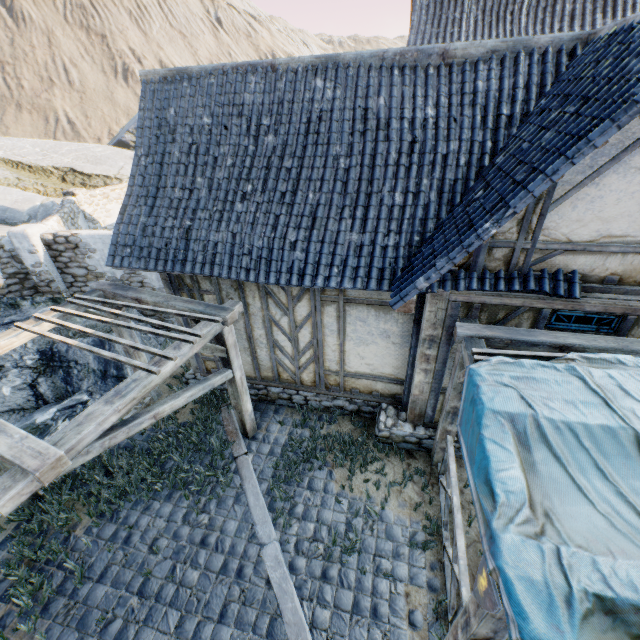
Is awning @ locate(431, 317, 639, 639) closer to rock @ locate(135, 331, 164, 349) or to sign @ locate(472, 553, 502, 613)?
sign @ locate(472, 553, 502, 613)

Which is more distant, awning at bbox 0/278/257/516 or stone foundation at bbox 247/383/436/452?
stone foundation at bbox 247/383/436/452

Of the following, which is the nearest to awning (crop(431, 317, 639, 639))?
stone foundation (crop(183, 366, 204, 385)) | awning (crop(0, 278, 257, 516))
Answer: stone foundation (crop(183, 366, 204, 385))

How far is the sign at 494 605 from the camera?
2.4 meters

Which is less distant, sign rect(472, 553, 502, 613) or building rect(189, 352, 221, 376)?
sign rect(472, 553, 502, 613)

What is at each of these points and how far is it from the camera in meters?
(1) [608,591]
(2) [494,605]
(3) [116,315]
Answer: (1) fabric, 2.0 m
(2) sign, 2.4 m
(3) awning, 5.2 m

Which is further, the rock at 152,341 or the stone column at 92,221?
the stone column at 92,221

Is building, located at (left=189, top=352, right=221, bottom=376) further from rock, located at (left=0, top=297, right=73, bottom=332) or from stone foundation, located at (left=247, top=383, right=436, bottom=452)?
rock, located at (left=0, top=297, right=73, bottom=332)
